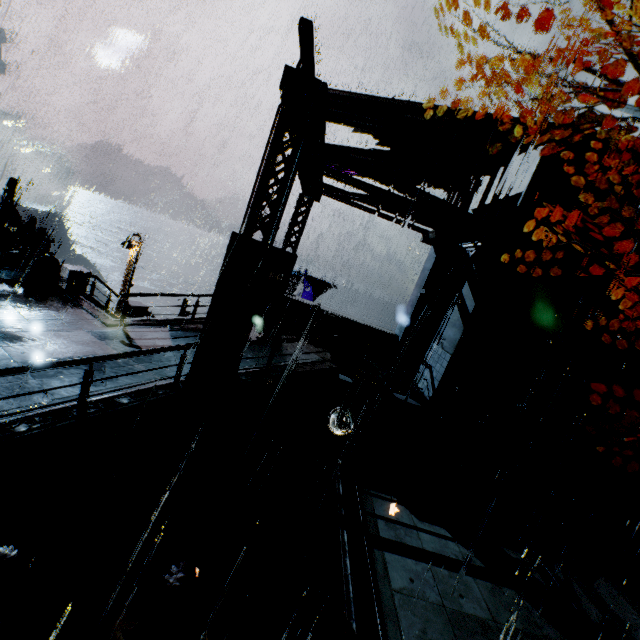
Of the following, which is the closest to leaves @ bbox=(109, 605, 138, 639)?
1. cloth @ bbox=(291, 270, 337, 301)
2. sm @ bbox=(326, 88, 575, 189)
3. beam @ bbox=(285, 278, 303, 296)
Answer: sm @ bbox=(326, 88, 575, 189)

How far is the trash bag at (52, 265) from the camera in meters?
12.8 m

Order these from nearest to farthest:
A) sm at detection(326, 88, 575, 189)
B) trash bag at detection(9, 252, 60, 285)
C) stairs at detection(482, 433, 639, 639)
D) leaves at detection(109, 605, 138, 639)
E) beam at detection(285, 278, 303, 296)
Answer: leaves at detection(109, 605, 138, 639) < stairs at detection(482, 433, 639, 639) < sm at detection(326, 88, 575, 189) < trash bag at detection(9, 252, 60, 285) < beam at detection(285, 278, 303, 296)

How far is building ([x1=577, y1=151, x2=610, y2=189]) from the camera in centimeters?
885cm

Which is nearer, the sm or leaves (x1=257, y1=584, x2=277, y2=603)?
leaves (x1=257, y1=584, x2=277, y2=603)

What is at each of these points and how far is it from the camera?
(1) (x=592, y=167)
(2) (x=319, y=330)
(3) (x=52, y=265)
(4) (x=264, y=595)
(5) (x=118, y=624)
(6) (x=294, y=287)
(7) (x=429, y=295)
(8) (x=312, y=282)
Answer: (1) building, 8.89m
(2) trash bag, 13.85m
(3) trash bag, 13.27m
(4) leaves, 4.67m
(5) leaves, 3.78m
(6) beam, 19.36m
(7) building, 14.68m
(8) cloth, 28.33m

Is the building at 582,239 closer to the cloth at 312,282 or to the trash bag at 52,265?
the trash bag at 52,265

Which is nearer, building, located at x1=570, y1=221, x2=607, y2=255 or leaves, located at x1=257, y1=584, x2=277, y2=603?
leaves, located at x1=257, y1=584, x2=277, y2=603
